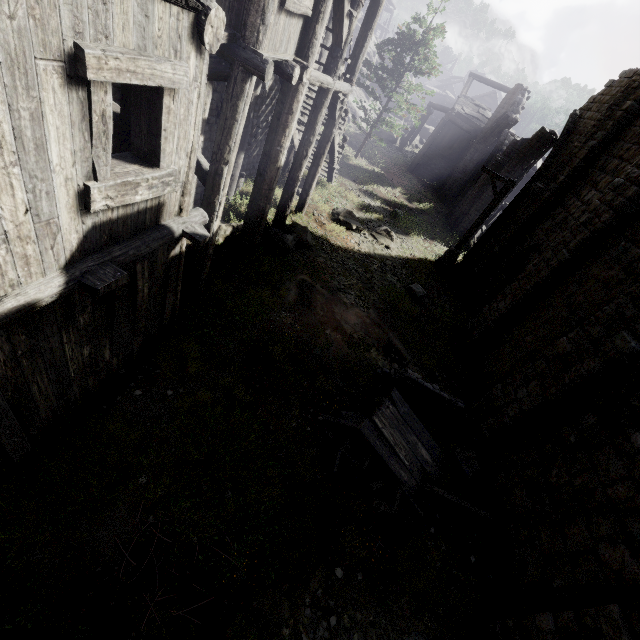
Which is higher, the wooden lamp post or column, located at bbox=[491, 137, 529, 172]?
column, located at bbox=[491, 137, 529, 172]

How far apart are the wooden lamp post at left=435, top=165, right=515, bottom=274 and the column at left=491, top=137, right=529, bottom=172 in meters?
6.3 m

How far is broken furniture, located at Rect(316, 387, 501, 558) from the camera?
6.3 meters

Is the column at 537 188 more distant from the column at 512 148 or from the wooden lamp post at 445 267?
the column at 512 148

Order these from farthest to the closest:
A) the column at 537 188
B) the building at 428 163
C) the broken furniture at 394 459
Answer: the building at 428 163 → the column at 537 188 → the broken furniture at 394 459

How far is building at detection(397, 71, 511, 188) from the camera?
25.7m

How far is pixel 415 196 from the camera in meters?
23.8 m

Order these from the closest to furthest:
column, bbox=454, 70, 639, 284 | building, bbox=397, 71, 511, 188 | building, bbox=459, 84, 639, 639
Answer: building, bbox=459, 84, 639, 639 → column, bbox=454, 70, 639, 284 → building, bbox=397, 71, 511, 188
